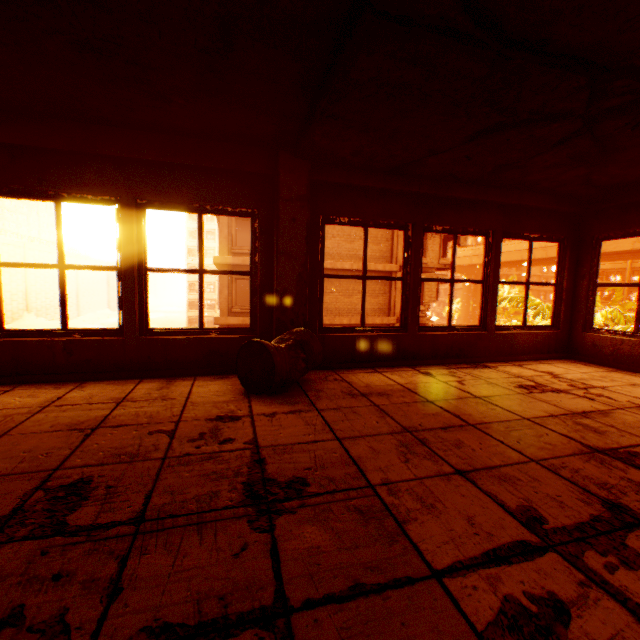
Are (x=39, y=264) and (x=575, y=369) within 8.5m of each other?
yes

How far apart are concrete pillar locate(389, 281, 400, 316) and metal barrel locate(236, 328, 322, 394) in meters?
16.1 m

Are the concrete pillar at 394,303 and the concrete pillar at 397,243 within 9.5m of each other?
yes

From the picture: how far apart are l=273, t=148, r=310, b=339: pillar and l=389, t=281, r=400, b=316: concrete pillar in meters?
15.7 m

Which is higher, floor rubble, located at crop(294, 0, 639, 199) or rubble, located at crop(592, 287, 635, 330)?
floor rubble, located at crop(294, 0, 639, 199)

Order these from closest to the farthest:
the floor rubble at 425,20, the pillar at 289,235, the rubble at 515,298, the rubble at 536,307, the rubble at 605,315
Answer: the floor rubble at 425,20 < the pillar at 289,235 < the rubble at 605,315 < the rubble at 536,307 < the rubble at 515,298

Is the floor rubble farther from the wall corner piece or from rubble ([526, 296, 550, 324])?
rubble ([526, 296, 550, 324])

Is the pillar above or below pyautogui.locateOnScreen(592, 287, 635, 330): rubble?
above
